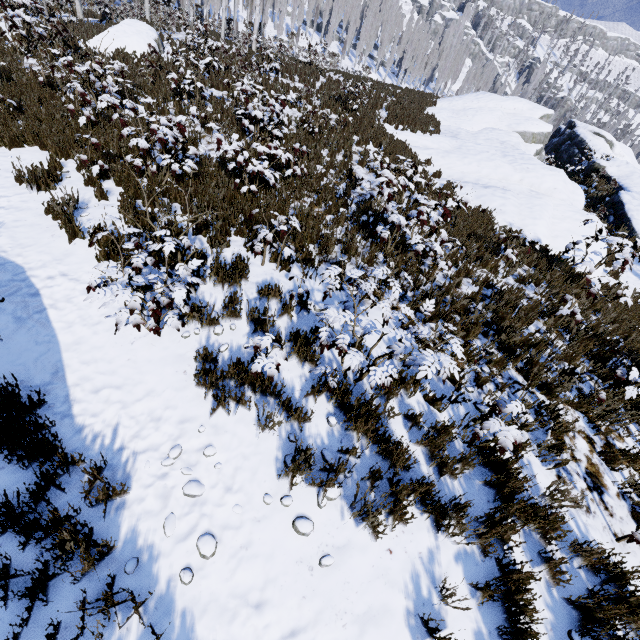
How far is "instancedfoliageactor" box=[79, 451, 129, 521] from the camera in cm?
301

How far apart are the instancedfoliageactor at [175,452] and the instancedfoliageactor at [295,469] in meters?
1.2 m

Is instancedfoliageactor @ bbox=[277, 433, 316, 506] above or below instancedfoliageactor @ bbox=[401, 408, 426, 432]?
below

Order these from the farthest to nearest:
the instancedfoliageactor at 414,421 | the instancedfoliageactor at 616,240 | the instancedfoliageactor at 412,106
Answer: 1. the instancedfoliageactor at 412,106
2. the instancedfoliageactor at 616,240
3. the instancedfoliageactor at 414,421

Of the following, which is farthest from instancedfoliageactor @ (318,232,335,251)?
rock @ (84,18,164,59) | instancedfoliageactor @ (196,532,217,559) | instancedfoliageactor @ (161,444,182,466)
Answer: instancedfoliageactor @ (196,532,217,559)

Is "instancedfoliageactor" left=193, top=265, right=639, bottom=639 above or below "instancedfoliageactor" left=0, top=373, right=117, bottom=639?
above

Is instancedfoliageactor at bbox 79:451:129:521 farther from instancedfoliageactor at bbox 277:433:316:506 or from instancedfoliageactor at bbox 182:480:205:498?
instancedfoliageactor at bbox 277:433:316:506

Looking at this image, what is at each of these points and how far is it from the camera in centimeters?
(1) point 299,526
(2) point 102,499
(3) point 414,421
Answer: (1) instancedfoliageactor, 327cm
(2) instancedfoliageactor, 312cm
(3) instancedfoliageactor, 392cm
